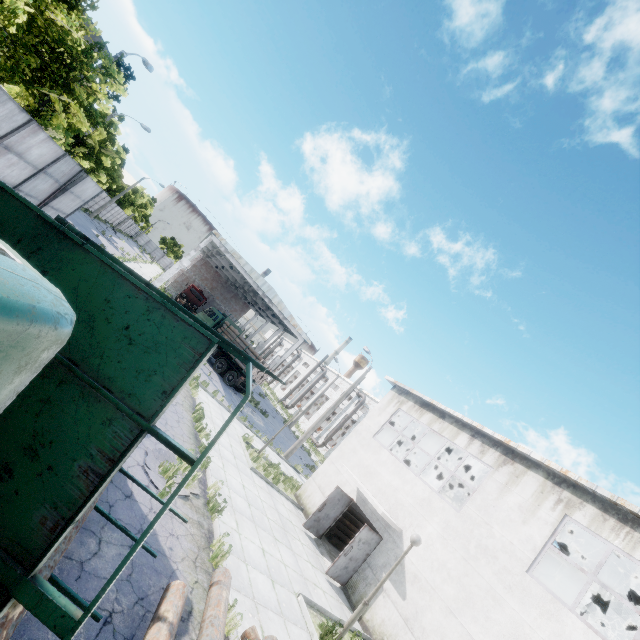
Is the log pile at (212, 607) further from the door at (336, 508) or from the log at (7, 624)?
the door at (336, 508)

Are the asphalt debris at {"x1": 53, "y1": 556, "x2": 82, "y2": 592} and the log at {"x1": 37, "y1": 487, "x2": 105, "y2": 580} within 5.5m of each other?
yes

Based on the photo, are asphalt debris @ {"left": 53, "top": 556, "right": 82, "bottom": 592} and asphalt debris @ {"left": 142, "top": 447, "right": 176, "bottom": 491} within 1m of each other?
no

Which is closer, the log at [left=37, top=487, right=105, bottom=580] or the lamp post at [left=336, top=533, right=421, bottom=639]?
the log at [left=37, top=487, right=105, bottom=580]

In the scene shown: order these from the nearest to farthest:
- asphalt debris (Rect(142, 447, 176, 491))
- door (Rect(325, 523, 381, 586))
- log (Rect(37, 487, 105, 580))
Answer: log (Rect(37, 487, 105, 580))
asphalt debris (Rect(142, 447, 176, 491))
door (Rect(325, 523, 381, 586))

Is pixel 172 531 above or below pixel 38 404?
below

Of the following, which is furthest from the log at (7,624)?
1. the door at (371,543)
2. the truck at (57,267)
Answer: the door at (371,543)

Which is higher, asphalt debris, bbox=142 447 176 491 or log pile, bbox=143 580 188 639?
log pile, bbox=143 580 188 639
